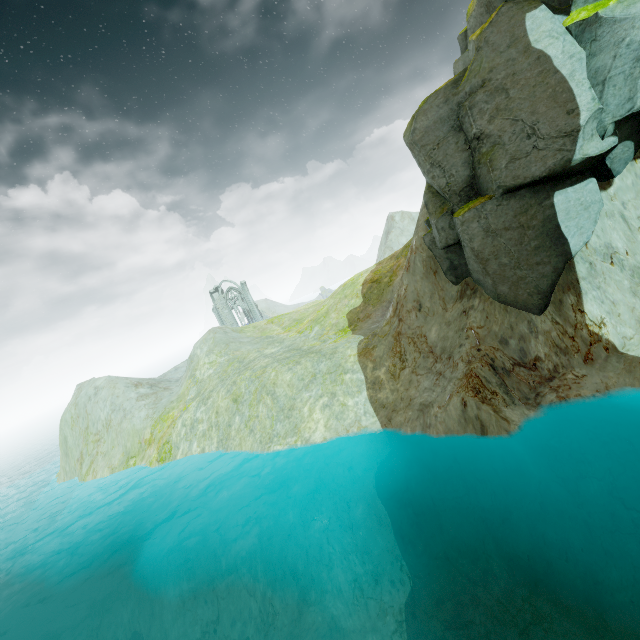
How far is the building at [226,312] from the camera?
59.0 meters

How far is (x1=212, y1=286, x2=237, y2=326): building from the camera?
58.97m

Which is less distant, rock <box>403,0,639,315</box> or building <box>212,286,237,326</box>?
rock <box>403,0,639,315</box>

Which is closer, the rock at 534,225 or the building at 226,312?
the rock at 534,225

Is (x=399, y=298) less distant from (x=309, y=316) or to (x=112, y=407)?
(x=309, y=316)
